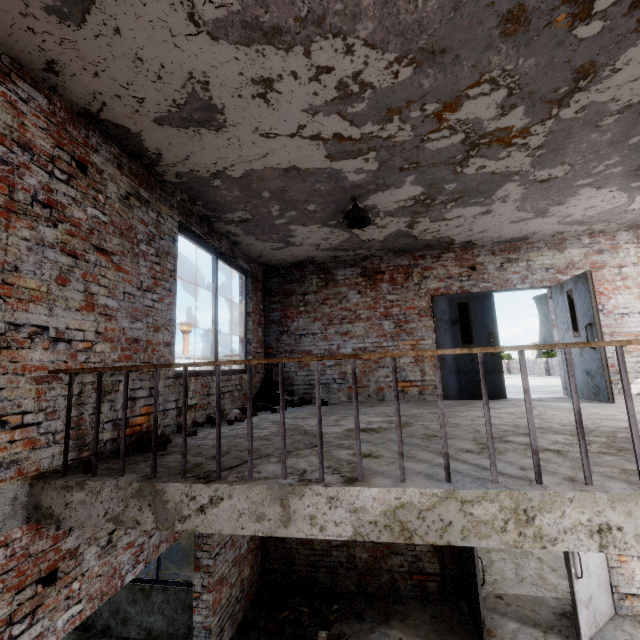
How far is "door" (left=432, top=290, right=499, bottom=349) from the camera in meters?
6.4 m

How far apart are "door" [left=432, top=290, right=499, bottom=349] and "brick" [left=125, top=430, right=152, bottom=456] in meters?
5.2

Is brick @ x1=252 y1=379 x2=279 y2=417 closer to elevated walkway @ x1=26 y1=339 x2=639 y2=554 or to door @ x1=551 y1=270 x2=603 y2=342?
elevated walkway @ x1=26 y1=339 x2=639 y2=554

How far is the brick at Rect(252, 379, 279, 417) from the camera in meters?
5.7

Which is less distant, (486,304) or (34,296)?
(34,296)

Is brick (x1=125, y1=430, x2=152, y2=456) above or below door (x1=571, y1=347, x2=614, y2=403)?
below

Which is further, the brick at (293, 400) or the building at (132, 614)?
the brick at (293, 400)

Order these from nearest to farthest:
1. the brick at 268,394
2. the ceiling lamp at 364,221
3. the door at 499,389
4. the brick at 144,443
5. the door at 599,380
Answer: the brick at 144,443
the ceiling lamp at 364,221
the door at 599,380
the brick at 268,394
the door at 499,389
